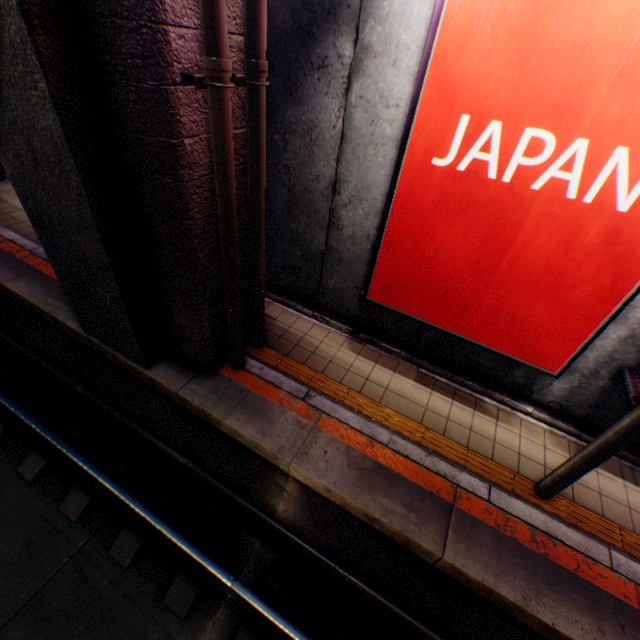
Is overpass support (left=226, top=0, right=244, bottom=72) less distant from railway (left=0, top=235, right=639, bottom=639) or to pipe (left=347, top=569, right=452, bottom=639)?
railway (left=0, top=235, right=639, bottom=639)

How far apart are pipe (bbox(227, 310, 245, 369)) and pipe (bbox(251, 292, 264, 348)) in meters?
0.2

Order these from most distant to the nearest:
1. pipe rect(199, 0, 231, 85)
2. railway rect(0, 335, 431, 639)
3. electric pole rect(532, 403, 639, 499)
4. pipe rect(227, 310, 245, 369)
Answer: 1. pipe rect(227, 310, 245, 369)
2. railway rect(0, 335, 431, 639)
3. electric pole rect(532, 403, 639, 499)
4. pipe rect(199, 0, 231, 85)

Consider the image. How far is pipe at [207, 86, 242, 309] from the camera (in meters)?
2.88

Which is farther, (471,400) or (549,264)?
(471,400)

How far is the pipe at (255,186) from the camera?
3.25m
